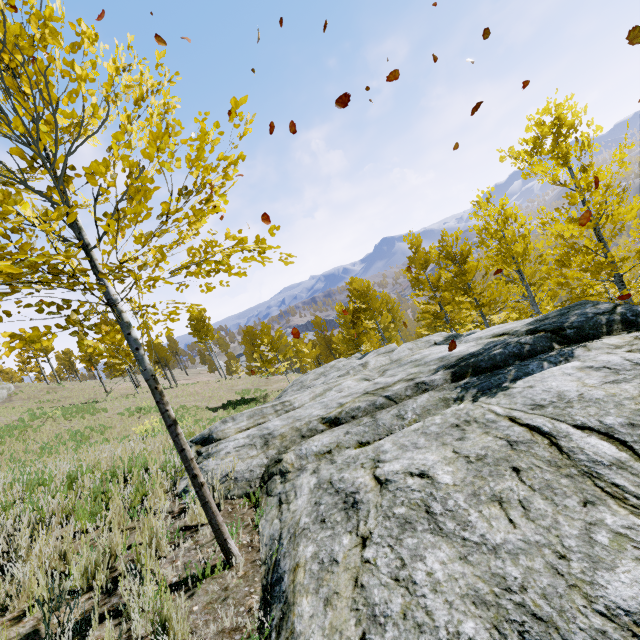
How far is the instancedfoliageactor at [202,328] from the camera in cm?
463

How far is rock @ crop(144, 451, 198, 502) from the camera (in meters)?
4.41

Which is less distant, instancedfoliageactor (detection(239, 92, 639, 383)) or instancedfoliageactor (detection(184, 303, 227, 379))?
instancedfoliageactor (detection(184, 303, 227, 379))

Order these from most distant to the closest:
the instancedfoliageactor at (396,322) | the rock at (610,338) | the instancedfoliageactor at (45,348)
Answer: the instancedfoliageactor at (396,322) < the instancedfoliageactor at (45,348) < the rock at (610,338)

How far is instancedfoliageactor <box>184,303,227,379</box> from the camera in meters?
4.6 m

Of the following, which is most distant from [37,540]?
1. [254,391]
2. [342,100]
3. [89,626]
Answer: [254,391]

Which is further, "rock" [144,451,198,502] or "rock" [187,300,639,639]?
"rock" [144,451,198,502]

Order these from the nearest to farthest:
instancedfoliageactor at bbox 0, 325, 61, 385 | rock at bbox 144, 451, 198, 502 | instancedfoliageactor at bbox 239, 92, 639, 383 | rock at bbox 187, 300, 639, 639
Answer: rock at bbox 187, 300, 639, 639, instancedfoliageactor at bbox 0, 325, 61, 385, rock at bbox 144, 451, 198, 502, instancedfoliageactor at bbox 239, 92, 639, 383
